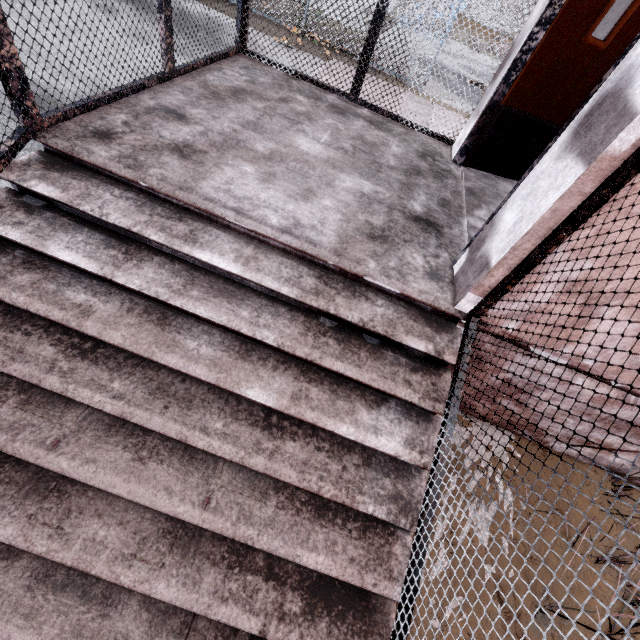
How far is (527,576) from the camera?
2.21m

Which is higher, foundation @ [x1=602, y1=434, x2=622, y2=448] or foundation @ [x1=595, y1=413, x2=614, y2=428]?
foundation @ [x1=595, y1=413, x2=614, y2=428]

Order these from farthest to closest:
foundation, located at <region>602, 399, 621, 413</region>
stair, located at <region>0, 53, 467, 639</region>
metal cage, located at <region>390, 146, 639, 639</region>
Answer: foundation, located at <region>602, 399, 621, 413</region> → stair, located at <region>0, 53, 467, 639</region> → metal cage, located at <region>390, 146, 639, 639</region>

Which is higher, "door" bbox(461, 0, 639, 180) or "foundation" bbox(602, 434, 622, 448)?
"door" bbox(461, 0, 639, 180)

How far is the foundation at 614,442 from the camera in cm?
257

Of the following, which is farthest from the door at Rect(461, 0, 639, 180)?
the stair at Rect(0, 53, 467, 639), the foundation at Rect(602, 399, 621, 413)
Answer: the foundation at Rect(602, 399, 621, 413)

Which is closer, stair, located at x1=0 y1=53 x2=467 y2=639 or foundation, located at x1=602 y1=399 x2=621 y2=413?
stair, located at x1=0 y1=53 x2=467 y2=639
